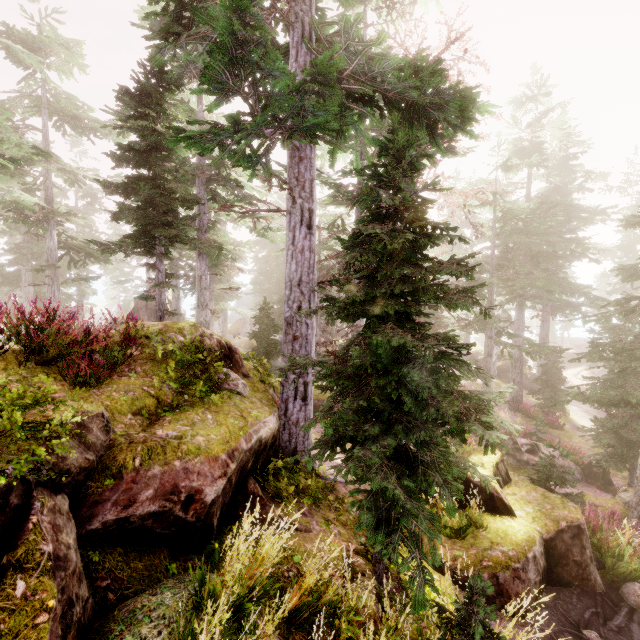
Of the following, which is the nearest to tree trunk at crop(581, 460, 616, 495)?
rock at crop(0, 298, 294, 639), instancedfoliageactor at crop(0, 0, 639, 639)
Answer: instancedfoliageactor at crop(0, 0, 639, 639)

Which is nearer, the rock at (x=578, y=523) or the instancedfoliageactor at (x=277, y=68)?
the instancedfoliageactor at (x=277, y=68)

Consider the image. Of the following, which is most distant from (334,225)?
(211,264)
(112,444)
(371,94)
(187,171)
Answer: (112,444)

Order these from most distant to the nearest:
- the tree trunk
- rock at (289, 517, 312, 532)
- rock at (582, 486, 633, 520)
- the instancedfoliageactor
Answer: the tree trunk
rock at (582, 486, 633, 520)
rock at (289, 517, 312, 532)
the instancedfoliageactor

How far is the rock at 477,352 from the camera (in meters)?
38.41

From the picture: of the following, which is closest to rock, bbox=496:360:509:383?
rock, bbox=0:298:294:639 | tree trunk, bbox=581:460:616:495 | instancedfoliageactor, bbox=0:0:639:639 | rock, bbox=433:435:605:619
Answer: instancedfoliageactor, bbox=0:0:639:639

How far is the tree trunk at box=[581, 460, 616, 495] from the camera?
16.7 meters
